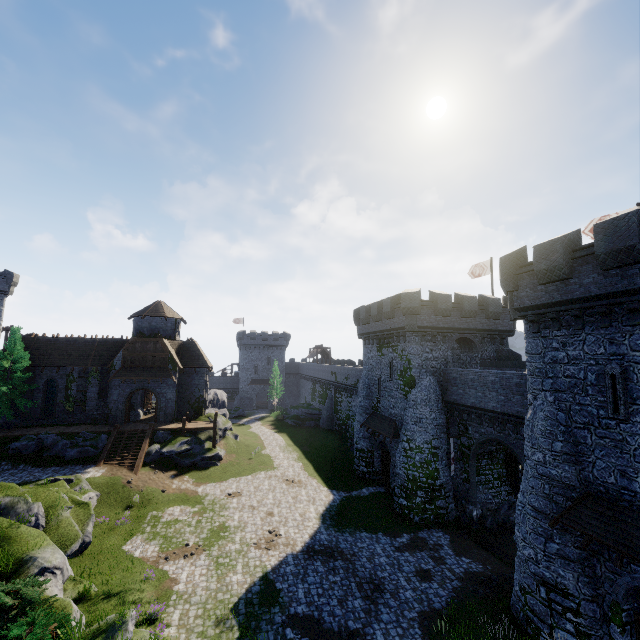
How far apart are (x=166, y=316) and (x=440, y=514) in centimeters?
3414cm

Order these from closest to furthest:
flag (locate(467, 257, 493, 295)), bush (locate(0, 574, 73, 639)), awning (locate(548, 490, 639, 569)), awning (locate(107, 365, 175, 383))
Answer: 1. bush (locate(0, 574, 73, 639))
2. awning (locate(548, 490, 639, 569))
3. flag (locate(467, 257, 493, 295))
4. awning (locate(107, 365, 175, 383))

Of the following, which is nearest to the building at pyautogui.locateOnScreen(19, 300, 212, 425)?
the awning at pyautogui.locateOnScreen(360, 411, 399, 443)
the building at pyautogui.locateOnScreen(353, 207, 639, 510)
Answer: the building at pyautogui.locateOnScreen(353, 207, 639, 510)

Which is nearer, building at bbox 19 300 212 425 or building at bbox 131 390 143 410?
building at bbox 19 300 212 425

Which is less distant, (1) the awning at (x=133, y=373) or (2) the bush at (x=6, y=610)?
(2) the bush at (x=6, y=610)

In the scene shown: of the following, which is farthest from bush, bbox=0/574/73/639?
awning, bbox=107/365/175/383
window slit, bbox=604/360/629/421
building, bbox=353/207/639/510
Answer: awning, bbox=107/365/175/383

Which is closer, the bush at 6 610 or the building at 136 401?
the bush at 6 610

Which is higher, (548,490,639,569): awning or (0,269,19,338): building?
(0,269,19,338): building
